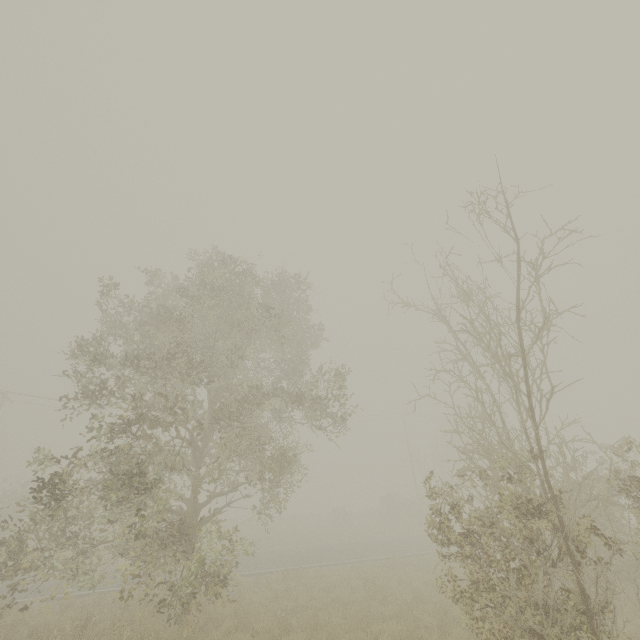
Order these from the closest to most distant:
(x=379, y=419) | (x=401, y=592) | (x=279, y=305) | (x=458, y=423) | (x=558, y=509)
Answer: (x=558, y=509)
(x=401, y=592)
(x=279, y=305)
(x=379, y=419)
(x=458, y=423)
